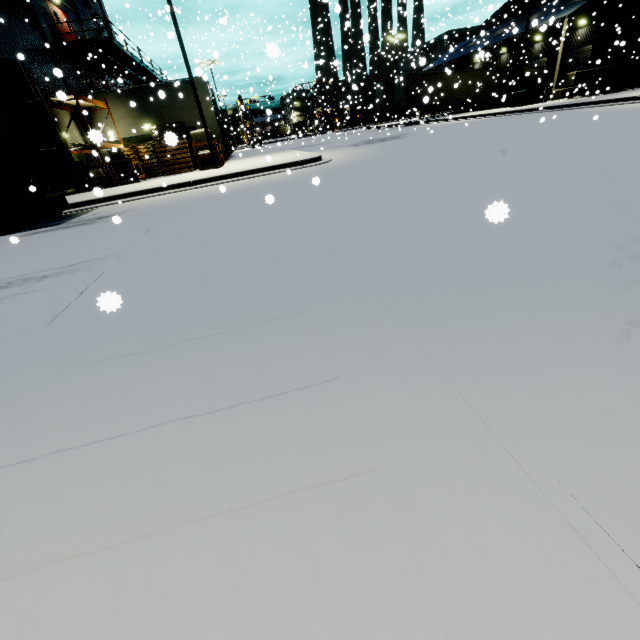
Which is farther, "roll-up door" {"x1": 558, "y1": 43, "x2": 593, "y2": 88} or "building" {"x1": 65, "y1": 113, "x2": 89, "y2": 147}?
"roll-up door" {"x1": 558, "y1": 43, "x2": 593, "y2": 88}

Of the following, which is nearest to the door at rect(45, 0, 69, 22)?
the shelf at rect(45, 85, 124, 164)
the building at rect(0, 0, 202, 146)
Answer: the building at rect(0, 0, 202, 146)

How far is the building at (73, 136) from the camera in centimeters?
1839cm

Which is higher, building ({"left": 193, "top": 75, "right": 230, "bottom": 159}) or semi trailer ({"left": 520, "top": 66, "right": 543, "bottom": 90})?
building ({"left": 193, "top": 75, "right": 230, "bottom": 159})

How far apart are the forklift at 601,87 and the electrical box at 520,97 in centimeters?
383cm

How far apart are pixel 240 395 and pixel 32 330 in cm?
258

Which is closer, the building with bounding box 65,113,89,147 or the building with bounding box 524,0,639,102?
the building with bounding box 65,113,89,147

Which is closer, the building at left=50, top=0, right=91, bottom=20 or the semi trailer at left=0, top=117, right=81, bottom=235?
the semi trailer at left=0, top=117, right=81, bottom=235
